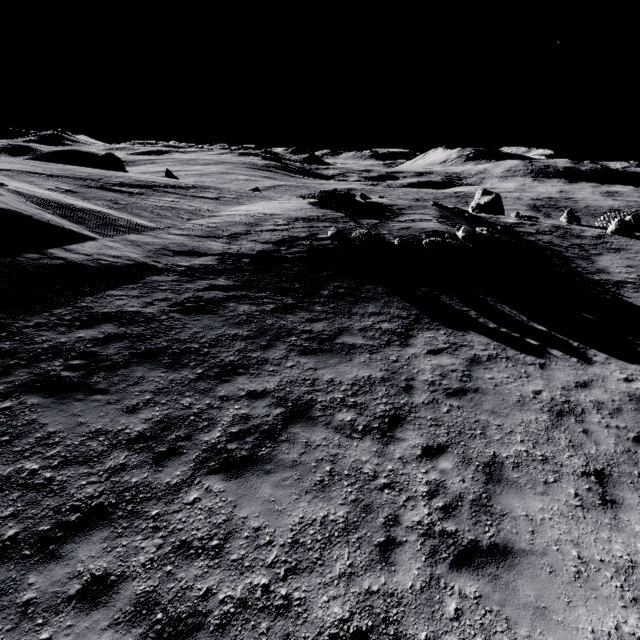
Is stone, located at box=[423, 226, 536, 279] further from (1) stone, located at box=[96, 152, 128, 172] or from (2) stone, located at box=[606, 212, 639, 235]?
(1) stone, located at box=[96, 152, 128, 172]

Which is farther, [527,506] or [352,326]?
[352,326]

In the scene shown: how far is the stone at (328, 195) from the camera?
23.6 meters

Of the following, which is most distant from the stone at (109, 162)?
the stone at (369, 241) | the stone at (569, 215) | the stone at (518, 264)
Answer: the stone at (569, 215)

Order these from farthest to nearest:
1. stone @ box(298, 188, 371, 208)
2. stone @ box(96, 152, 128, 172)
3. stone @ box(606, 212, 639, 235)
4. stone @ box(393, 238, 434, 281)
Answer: stone @ box(96, 152, 128, 172) < stone @ box(606, 212, 639, 235) < stone @ box(298, 188, 371, 208) < stone @ box(393, 238, 434, 281)

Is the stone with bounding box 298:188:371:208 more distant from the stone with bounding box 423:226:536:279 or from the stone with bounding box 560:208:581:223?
the stone with bounding box 560:208:581:223

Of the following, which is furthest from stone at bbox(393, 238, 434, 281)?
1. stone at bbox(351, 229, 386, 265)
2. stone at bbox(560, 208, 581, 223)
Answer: stone at bbox(560, 208, 581, 223)

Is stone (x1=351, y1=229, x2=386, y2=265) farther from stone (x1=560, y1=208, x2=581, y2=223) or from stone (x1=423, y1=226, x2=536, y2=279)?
stone (x1=560, y1=208, x2=581, y2=223)
